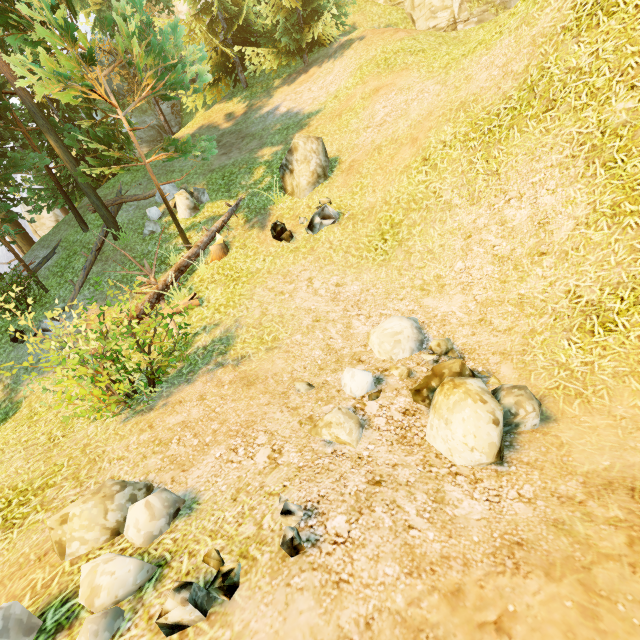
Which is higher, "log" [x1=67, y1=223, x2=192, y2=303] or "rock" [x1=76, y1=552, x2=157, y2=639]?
"log" [x1=67, y1=223, x2=192, y2=303]

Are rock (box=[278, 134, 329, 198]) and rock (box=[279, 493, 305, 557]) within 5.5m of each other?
no

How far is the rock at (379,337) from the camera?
5.7 meters

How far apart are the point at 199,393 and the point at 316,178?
7.5m

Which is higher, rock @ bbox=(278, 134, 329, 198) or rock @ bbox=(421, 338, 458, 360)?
rock @ bbox=(278, 134, 329, 198)

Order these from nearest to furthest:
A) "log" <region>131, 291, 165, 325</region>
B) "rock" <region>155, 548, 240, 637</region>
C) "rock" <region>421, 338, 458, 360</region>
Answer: "rock" <region>155, 548, 240, 637</region>
"rock" <region>421, 338, 458, 360</region>
"log" <region>131, 291, 165, 325</region>

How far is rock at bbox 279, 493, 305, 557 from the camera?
2.9m

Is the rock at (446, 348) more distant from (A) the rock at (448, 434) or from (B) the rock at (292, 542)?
(B) the rock at (292, 542)
